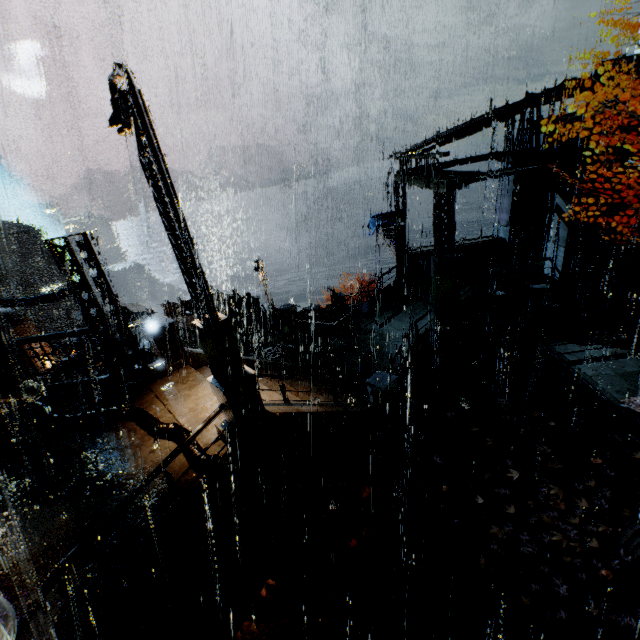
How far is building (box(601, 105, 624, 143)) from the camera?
12.59m

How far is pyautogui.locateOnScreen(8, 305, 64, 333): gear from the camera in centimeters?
4900cm

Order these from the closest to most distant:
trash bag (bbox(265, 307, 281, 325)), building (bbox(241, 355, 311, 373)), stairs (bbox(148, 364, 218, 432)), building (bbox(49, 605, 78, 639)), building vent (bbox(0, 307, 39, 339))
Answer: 1. building (bbox(49, 605, 78, 639))
2. stairs (bbox(148, 364, 218, 432))
3. building (bbox(241, 355, 311, 373))
4. trash bag (bbox(265, 307, 281, 325))
5. building vent (bbox(0, 307, 39, 339))

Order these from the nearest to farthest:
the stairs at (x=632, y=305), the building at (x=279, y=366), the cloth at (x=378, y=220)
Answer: the building at (x=279, y=366)
the stairs at (x=632, y=305)
the cloth at (x=378, y=220)

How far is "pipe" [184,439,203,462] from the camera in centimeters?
718cm

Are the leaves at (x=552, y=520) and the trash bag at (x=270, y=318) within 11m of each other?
no

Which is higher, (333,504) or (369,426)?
(369,426)

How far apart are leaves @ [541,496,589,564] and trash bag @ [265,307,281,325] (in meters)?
15.41
